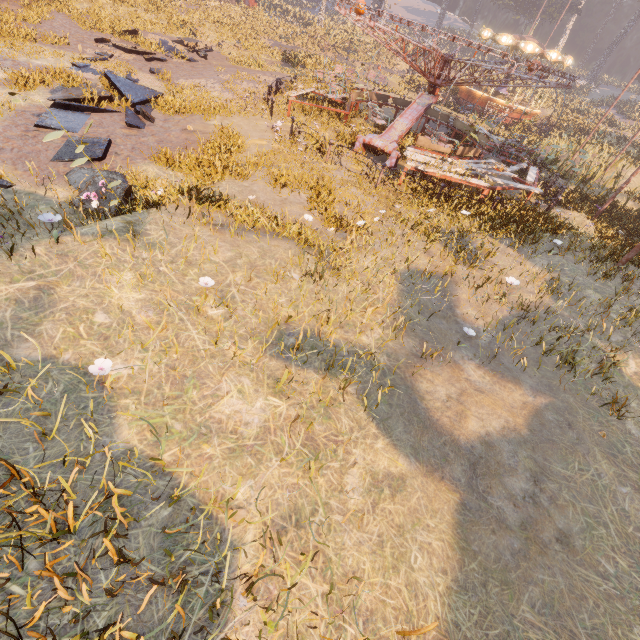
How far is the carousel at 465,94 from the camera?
27.4 meters

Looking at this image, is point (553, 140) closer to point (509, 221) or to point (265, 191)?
point (509, 221)

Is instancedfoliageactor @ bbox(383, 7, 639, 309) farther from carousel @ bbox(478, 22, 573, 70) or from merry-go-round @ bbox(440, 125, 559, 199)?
merry-go-round @ bbox(440, 125, 559, 199)

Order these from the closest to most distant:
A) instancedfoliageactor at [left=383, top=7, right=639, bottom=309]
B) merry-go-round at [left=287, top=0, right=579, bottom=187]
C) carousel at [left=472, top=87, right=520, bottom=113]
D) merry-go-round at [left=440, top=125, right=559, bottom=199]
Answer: instancedfoliageactor at [left=383, top=7, right=639, bottom=309]
merry-go-round at [left=287, top=0, right=579, bottom=187]
merry-go-round at [left=440, top=125, right=559, bottom=199]
carousel at [left=472, top=87, right=520, bottom=113]

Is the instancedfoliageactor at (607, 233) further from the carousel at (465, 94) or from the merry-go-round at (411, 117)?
the merry-go-round at (411, 117)

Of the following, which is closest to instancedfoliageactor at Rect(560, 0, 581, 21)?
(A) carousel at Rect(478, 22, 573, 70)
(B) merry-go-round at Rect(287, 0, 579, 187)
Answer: (A) carousel at Rect(478, 22, 573, 70)
